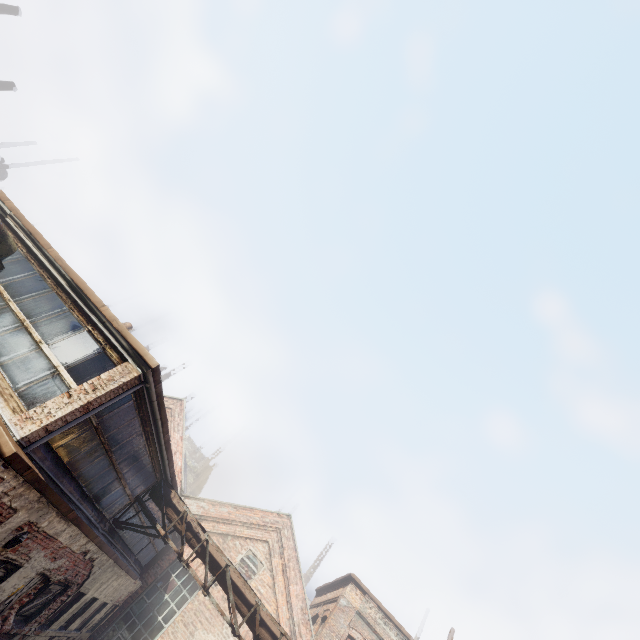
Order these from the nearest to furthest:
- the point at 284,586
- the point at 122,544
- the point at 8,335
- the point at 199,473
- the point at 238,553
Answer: the point at 8,335
the point at 122,544
the point at 284,586
the point at 238,553
the point at 199,473

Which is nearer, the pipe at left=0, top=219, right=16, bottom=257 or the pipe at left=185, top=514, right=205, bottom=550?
the pipe at left=0, top=219, right=16, bottom=257

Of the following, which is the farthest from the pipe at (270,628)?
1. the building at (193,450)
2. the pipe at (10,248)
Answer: the building at (193,450)

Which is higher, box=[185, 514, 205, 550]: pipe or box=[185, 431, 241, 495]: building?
box=[185, 431, 241, 495]: building

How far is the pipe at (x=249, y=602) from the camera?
9.6 meters

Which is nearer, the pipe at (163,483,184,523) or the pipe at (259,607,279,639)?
the pipe at (259,607,279,639)
